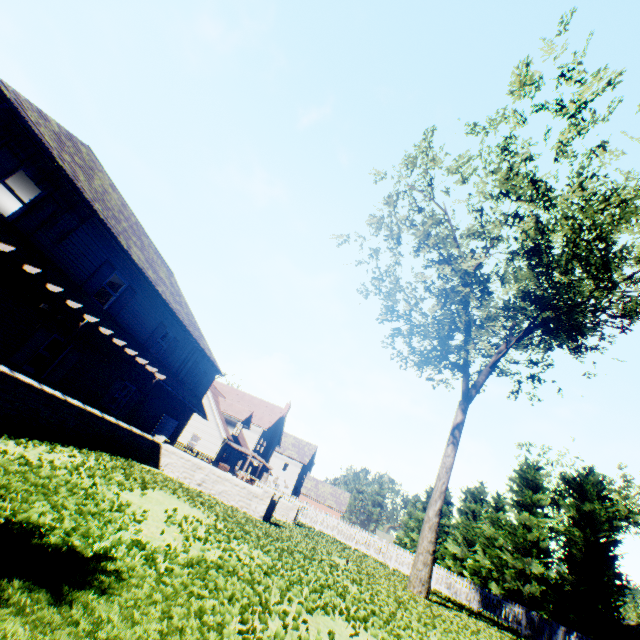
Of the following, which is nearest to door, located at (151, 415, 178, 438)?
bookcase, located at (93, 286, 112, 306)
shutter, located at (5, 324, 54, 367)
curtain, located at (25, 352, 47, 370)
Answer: bookcase, located at (93, 286, 112, 306)

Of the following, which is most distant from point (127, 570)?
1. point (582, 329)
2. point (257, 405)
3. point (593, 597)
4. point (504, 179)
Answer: point (257, 405)

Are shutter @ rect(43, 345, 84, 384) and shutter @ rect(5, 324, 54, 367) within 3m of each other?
yes

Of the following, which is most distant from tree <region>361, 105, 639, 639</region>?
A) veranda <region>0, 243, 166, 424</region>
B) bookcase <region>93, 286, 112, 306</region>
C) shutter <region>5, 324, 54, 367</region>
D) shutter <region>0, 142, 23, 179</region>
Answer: bookcase <region>93, 286, 112, 306</region>

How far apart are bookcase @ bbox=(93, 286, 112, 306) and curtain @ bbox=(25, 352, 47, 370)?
3.5 meters

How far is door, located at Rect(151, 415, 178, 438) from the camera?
20.59m

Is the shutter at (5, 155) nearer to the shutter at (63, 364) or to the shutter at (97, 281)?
the shutter at (97, 281)

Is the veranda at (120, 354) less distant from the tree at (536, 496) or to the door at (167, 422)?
the tree at (536, 496)
